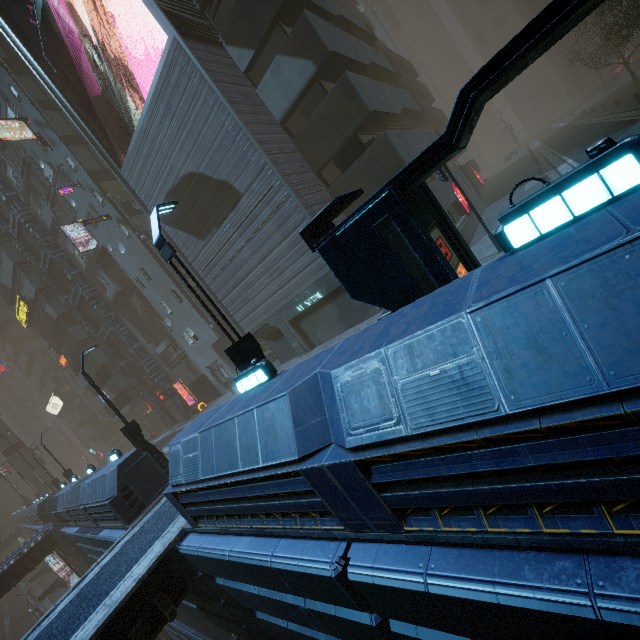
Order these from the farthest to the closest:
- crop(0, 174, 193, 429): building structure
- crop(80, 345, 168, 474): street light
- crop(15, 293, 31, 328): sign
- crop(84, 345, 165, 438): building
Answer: crop(15, 293, 31, 328): sign
crop(84, 345, 165, 438): building
crop(0, 174, 193, 429): building structure
crop(80, 345, 168, 474): street light

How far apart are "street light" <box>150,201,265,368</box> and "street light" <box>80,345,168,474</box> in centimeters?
967cm

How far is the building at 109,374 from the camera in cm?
3109

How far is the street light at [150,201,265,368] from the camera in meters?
7.6 m

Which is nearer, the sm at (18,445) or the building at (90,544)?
the building at (90,544)

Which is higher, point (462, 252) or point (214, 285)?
point (214, 285)

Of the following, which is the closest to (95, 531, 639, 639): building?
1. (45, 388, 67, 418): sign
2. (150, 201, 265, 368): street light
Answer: (45, 388, 67, 418): sign

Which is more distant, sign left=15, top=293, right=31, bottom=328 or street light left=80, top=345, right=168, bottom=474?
sign left=15, top=293, right=31, bottom=328
